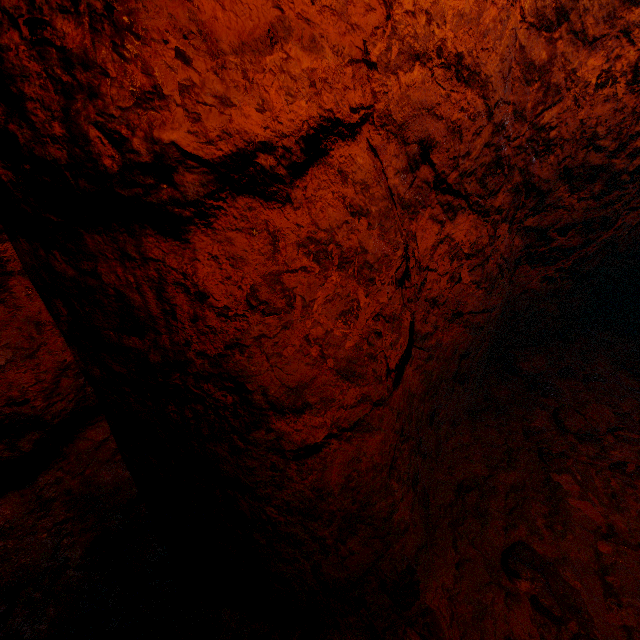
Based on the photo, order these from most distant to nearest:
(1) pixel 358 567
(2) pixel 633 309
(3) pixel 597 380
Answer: (2) pixel 633 309
(3) pixel 597 380
(1) pixel 358 567

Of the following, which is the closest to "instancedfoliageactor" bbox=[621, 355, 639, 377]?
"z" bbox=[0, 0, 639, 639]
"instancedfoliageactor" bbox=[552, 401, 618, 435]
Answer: "z" bbox=[0, 0, 639, 639]

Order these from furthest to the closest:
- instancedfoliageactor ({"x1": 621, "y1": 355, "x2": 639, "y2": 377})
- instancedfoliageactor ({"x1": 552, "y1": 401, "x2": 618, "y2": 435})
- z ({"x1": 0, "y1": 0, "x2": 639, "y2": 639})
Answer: instancedfoliageactor ({"x1": 621, "y1": 355, "x2": 639, "y2": 377})
instancedfoliageactor ({"x1": 552, "y1": 401, "x2": 618, "y2": 435})
z ({"x1": 0, "y1": 0, "x2": 639, "y2": 639})

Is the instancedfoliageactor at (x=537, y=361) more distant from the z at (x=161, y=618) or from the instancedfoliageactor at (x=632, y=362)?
the instancedfoliageactor at (x=632, y=362)

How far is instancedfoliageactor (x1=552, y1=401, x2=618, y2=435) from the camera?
2.1 meters

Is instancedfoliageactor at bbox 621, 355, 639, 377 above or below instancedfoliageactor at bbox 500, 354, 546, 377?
below

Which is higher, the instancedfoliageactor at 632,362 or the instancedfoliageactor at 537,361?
the instancedfoliageactor at 537,361
